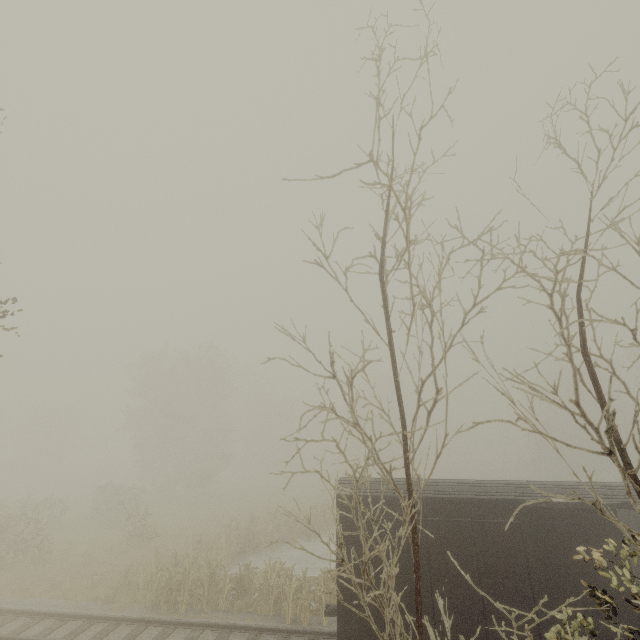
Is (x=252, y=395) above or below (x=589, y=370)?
above

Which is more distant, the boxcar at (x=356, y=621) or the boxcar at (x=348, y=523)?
the boxcar at (x=348, y=523)

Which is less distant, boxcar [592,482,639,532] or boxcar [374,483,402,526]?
boxcar [592,482,639,532]

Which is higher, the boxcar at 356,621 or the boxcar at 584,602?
the boxcar at 584,602
